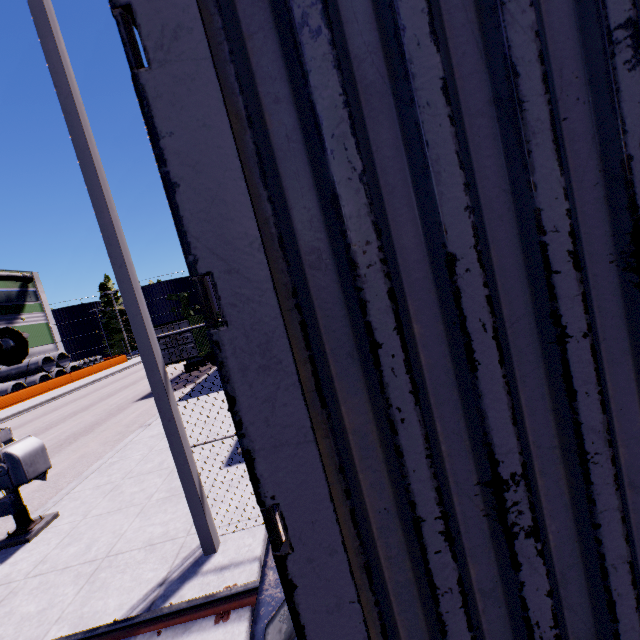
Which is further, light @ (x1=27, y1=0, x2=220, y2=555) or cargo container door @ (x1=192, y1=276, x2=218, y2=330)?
light @ (x1=27, y1=0, x2=220, y2=555)

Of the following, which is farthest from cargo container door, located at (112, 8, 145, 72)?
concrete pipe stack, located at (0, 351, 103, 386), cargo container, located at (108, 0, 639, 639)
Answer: concrete pipe stack, located at (0, 351, 103, 386)

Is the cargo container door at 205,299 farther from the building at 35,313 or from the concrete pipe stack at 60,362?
the concrete pipe stack at 60,362

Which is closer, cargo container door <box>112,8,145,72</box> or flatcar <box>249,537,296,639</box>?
cargo container door <box>112,8,145,72</box>

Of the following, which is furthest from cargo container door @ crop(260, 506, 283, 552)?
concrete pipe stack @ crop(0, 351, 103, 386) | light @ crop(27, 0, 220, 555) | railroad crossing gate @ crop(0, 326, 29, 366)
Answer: concrete pipe stack @ crop(0, 351, 103, 386)

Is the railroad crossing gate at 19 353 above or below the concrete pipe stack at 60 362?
above

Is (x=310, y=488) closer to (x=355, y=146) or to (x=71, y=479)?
(x=355, y=146)

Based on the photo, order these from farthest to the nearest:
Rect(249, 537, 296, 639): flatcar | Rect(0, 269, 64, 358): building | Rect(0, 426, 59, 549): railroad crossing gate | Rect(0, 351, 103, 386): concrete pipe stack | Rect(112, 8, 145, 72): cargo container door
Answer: Rect(0, 269, 64, 358): building, Rect(0, 351, 103, 386): concrete pipe stack, Rect(0, 426, 59, 549): railroad crossing gate, Rect(249, 537, 296, 639): flatcar, Rect(112, 8, 145, 72): cargo container door
